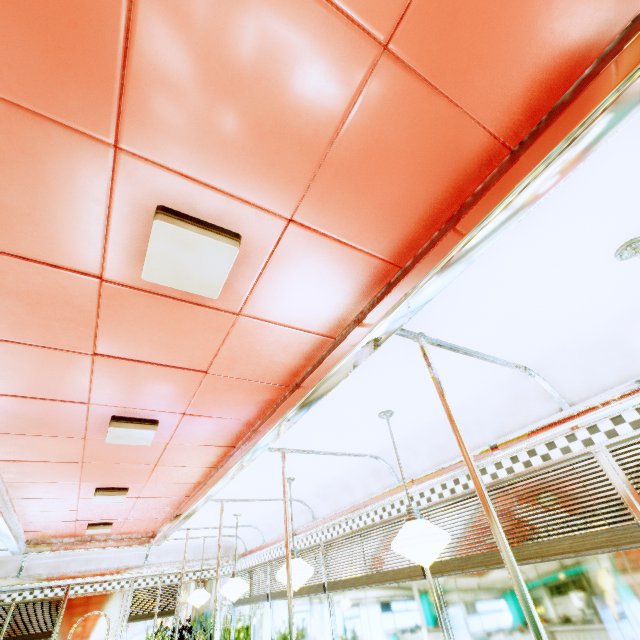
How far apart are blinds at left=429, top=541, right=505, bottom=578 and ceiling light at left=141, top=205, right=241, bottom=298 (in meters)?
2.79

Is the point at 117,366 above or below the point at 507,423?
above

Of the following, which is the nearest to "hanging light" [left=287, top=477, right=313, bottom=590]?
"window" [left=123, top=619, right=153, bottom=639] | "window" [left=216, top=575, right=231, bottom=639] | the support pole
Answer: the support pole

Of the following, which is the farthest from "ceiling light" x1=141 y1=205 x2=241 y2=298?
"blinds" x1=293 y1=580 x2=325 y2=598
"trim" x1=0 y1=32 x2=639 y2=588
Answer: "blinds" x1=293 y1=580 x2=325 y2=598

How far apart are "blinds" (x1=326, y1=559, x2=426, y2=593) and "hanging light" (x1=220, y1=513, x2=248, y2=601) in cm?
122

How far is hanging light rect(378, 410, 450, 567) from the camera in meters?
2.1 m

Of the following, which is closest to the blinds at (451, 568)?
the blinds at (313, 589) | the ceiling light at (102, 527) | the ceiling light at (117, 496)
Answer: the blinds at (313, 589)

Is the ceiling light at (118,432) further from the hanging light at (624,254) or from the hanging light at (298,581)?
the hanging light at (624,254)
